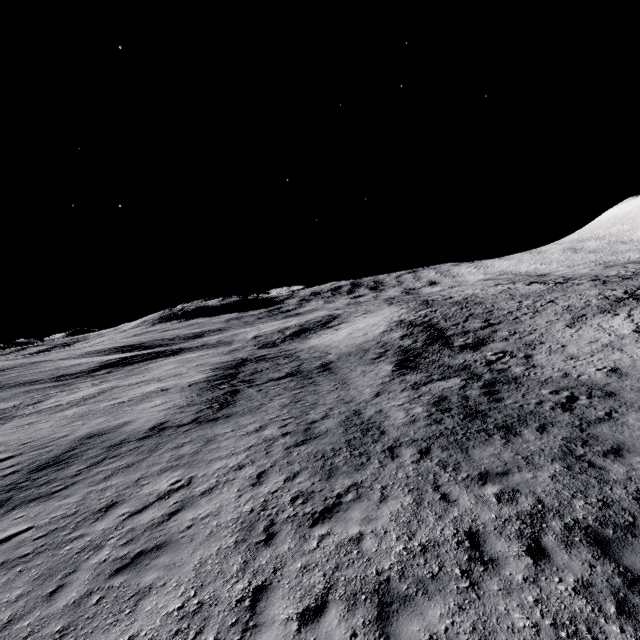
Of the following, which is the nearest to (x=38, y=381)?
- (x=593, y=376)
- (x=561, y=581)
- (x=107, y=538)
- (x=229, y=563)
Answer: (x=107, y=538)
